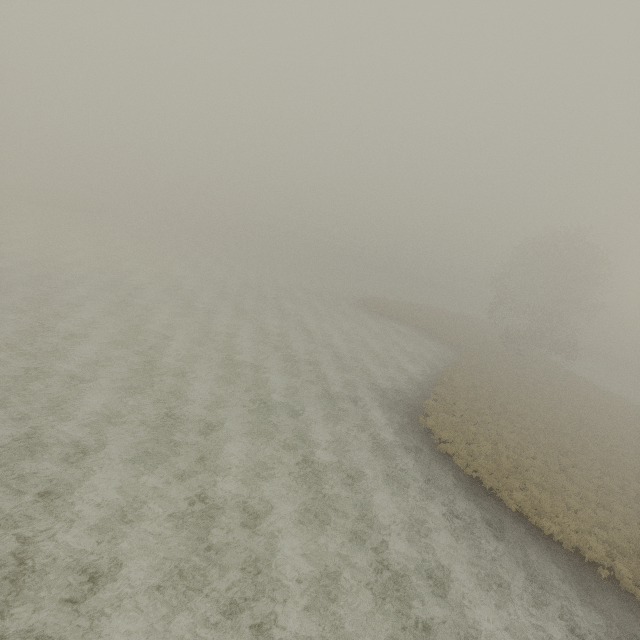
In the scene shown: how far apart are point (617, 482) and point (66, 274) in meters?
45.2 m
